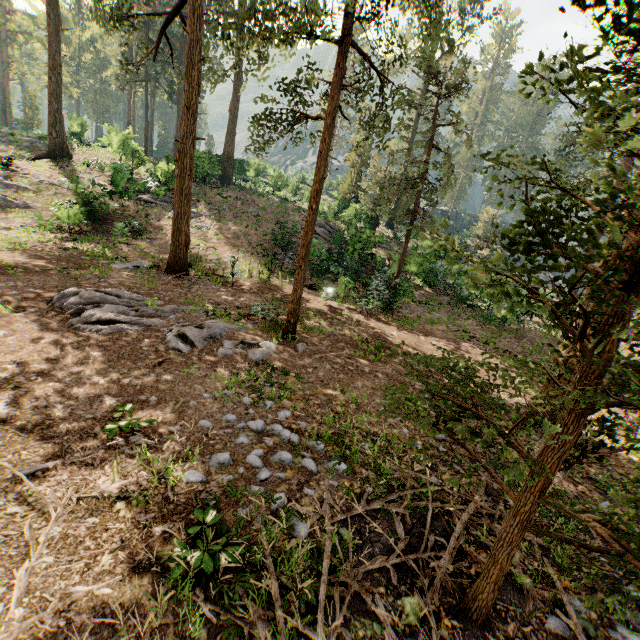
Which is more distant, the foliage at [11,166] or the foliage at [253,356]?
the foliage at [11,166]

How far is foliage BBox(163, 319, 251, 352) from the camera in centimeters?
795cm

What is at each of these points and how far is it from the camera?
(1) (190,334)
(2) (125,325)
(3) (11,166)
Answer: (1) foliage, 8.3 meters
(2) foliage, 8.3 meters
(3) foliage, 21.1 meters

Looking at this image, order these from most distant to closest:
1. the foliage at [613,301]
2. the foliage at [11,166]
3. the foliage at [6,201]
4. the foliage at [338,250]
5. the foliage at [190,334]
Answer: the foliage at [11,166]
the foliage at [338,250]
the foliage at [6,201]
the foliage at [190,334]
the foliage at [613,301]

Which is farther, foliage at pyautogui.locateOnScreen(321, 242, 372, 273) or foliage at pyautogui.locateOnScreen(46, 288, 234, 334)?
foliage at pyautogui.locateOnScreen(321, 242, 372, 273)

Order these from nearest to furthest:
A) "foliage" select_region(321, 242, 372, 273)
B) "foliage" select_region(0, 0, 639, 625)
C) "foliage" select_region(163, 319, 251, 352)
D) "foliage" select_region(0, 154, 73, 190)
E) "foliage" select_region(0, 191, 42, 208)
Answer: "foliage" select_region(0, 0, 639, 625), "foliage" select_region(163, 319, 251, 352), "foliage" select_region(0, 191, 42, 208), "foliage" select_region(321, 242, 372, 273), "foliage" select_region(0, 154, 73, 190)
